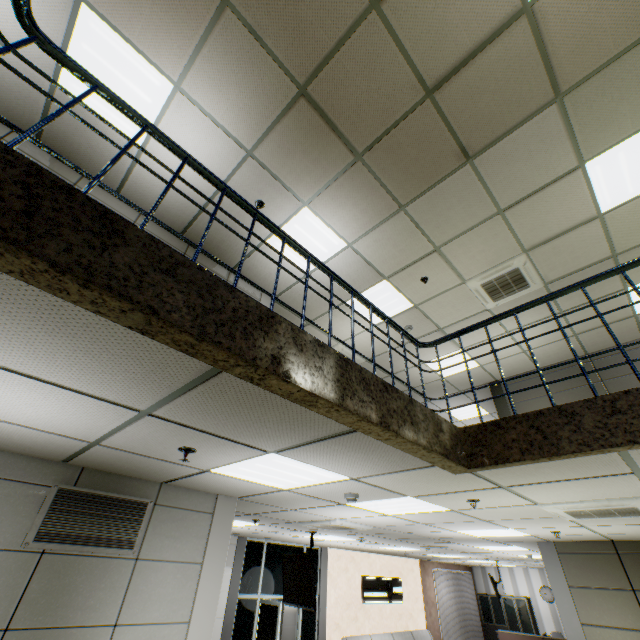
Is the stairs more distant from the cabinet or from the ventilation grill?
the cabinet

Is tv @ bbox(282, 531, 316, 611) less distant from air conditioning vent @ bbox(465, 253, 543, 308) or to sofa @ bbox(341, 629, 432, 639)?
sofa @ bbox(341, 629, 432, 639)

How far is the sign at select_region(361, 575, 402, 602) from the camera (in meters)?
11.16

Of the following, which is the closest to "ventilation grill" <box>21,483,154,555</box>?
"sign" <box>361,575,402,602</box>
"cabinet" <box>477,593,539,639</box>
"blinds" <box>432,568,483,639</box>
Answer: "sign" <box>361,575,402,602</box>

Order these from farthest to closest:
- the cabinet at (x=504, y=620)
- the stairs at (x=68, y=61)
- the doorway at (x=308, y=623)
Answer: the cabinet at (x=504, y=620) < the doorway at (x=308, y=623) < the stairs at (x=68, y=61)

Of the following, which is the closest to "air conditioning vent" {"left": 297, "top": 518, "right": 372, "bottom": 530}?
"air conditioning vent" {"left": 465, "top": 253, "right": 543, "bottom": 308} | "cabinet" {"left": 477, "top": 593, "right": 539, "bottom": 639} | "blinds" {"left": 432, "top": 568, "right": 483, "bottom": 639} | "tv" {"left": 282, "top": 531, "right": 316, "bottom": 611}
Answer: "tv" {"left": 282, "top": 531, "right": 316, "bottom": 611}

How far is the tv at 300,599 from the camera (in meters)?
5.91

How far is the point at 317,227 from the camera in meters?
5.0 m
